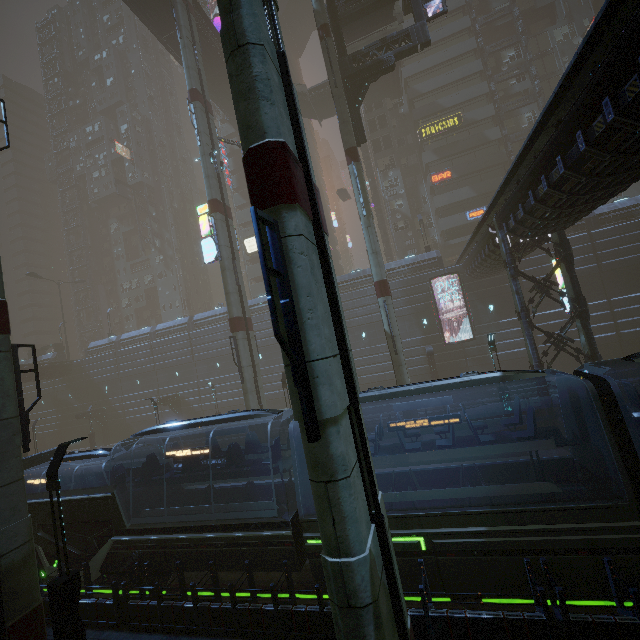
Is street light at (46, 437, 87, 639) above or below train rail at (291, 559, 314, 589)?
above

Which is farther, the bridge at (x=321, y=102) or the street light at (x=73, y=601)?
the bridge at (x=321, y=102)

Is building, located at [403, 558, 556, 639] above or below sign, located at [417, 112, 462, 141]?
below

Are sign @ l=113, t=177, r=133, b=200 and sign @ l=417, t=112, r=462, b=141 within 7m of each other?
no

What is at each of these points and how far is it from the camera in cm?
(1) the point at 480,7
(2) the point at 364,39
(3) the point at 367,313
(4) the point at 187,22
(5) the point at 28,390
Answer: (1) building, 4234
(2) stairs, 3191
(3) building, 3297
(4) sm, 2569
(5) building, 4719

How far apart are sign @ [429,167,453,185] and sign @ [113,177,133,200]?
49.7m

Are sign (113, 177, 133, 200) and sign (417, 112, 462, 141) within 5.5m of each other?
no

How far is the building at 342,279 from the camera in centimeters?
3375cm
